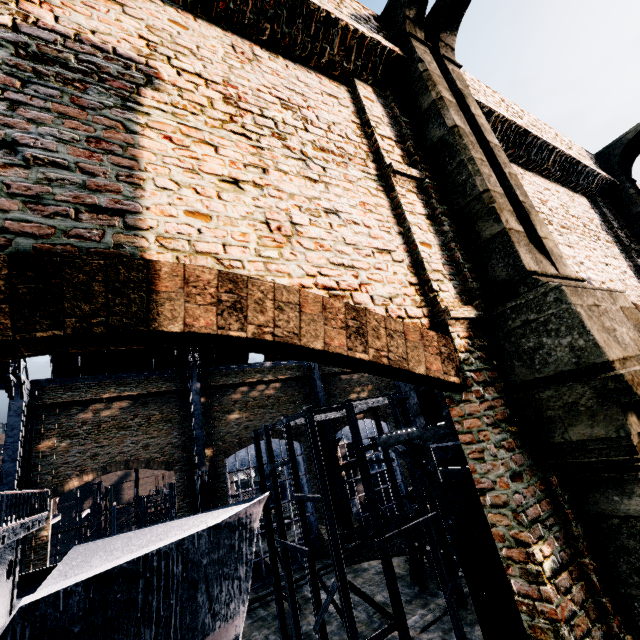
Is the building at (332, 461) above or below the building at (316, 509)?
above

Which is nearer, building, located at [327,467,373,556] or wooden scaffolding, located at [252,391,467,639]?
wooden scaffolding, located at [252,391,467,639]

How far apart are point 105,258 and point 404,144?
5.9m

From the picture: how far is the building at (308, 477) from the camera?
31.5m

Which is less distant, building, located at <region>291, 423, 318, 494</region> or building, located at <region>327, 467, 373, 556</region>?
building, located at <region>327, 467, 373, 556</region>

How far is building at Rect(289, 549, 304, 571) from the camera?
28.12m

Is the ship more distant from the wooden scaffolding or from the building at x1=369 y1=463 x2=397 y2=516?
the building at x1=369 y1=463 x2=397 y2=516

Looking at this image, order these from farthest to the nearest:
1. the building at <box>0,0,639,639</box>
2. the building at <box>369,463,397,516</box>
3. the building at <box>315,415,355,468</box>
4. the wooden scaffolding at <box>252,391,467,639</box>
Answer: the building at <box>369,463,397,516</box>, the building at <box>315,415,355,468</box>, the wooden scaffolding at <box>252,391,467,639</box>, the building at <box>0,0,639,639</box>
